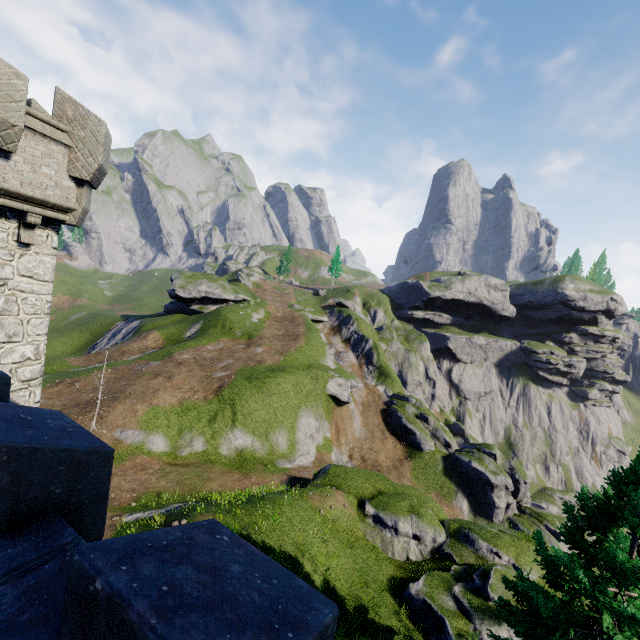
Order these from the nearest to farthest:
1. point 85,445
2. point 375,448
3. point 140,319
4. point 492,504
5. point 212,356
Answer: point 85,445
point 492,504
point 375,448
point 212,356
point 140,319

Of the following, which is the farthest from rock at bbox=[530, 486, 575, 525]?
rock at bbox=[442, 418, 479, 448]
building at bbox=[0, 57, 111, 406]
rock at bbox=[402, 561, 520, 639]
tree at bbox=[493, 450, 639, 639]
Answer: building at bbox=[0, 57, 111, 406]

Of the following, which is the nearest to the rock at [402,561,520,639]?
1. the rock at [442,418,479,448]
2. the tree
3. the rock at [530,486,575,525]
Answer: the tree

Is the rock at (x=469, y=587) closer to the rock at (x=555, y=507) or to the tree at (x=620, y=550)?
the tree at (x=620, y=550)

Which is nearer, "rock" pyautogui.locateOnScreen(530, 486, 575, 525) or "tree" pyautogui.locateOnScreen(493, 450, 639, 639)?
"tree" pyautogui.locateOnScreen(493, 450, 639, 639)

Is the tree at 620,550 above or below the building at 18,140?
below

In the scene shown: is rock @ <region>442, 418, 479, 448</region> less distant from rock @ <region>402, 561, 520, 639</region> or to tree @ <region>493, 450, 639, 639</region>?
rock @ <region>402, 561, 520, 639</region>

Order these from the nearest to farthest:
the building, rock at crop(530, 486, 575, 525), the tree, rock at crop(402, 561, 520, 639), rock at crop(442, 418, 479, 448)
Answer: the building < the tree < rock at crop(402, 561, 520, 639) < rock at crop(530, 486, 575, 525) < rock at crop(442, 418, 479, 448)
